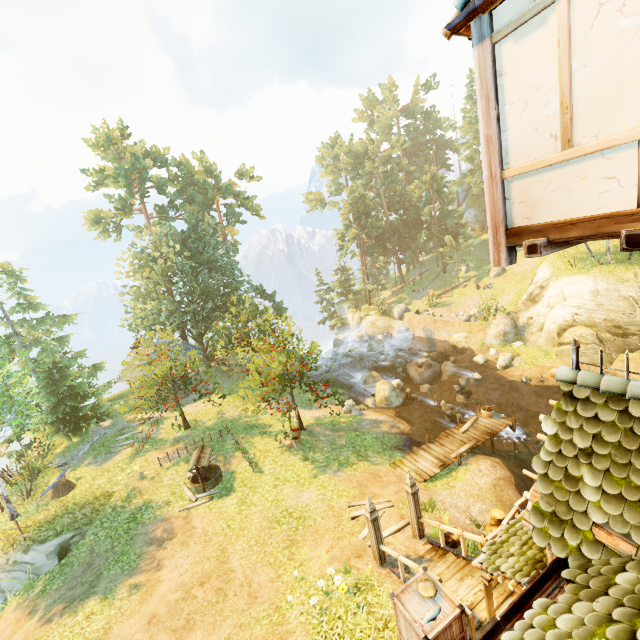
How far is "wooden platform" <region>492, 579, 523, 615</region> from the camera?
7.4 meters

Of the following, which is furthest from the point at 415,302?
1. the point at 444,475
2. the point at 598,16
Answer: the point at 598,16

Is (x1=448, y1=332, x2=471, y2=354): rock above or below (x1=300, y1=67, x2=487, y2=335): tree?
below

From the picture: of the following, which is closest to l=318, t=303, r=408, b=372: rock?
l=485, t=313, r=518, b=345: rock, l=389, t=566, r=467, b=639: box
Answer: l=485, t=313, r=518, b=345: rock

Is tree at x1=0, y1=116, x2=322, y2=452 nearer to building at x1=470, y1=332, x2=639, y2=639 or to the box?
the box

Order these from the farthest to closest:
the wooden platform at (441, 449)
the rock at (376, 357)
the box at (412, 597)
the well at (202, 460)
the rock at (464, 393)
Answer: the rock at (376, 357), the rock at (464, 393), the well at (202, 460), the wooden platform at (441, 449), the box at (412, 597)

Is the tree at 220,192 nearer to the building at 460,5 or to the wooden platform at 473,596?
the wooden platform at 473,596

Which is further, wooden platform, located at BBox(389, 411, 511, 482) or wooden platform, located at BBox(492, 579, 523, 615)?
wooden platform, located at BBox(389, 411, 511, 482)
